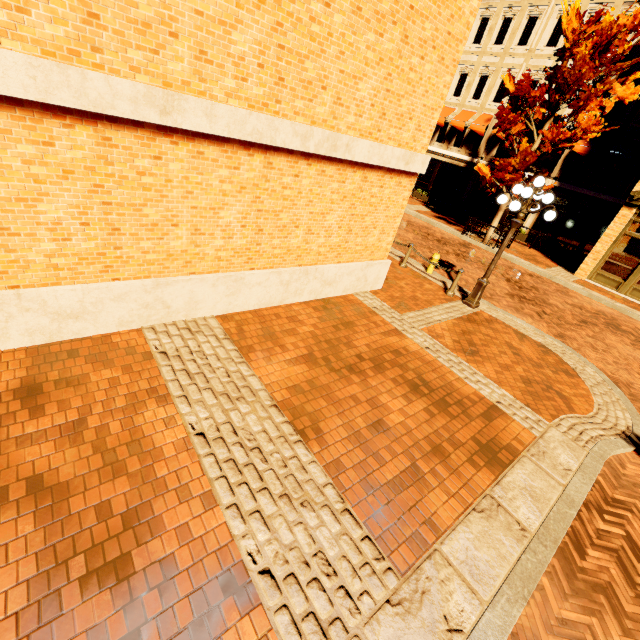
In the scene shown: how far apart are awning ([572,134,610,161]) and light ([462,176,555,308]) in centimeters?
1376cm

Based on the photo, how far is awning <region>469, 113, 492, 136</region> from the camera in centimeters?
2138cm

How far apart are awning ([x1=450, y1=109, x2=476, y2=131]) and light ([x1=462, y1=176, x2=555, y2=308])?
17.6 meters

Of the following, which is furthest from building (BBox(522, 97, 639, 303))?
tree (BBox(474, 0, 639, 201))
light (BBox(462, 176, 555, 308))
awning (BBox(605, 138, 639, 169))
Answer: light (BBox(462, 176, 555, 308))

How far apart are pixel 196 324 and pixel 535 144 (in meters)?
17.96

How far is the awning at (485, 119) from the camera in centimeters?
2138cm

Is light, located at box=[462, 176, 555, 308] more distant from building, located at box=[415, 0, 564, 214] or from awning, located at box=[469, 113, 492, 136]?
awning, located at box=[469, 113, 492, 136]

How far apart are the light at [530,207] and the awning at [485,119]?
16.63m
